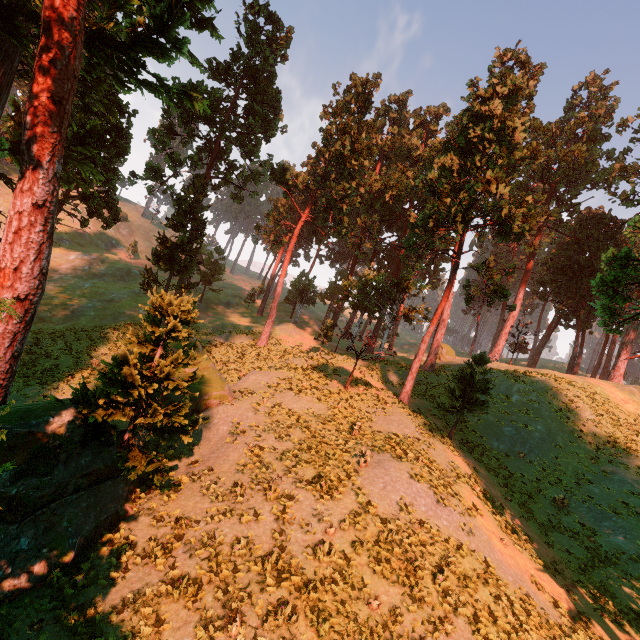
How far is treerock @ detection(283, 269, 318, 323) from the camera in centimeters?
4644cm

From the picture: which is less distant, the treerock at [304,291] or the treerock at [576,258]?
the treerock at [576,258]

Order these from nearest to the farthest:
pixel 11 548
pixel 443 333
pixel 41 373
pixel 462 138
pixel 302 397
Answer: pixel 11 548
pixel 302 397
pixel 462 138
pixel 41 373
pixel 443 333

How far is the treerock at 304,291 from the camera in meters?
46.4

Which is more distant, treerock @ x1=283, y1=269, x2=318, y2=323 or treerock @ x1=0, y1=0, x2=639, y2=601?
treerock @ x1=283, y1=269, x2=318, y2=323
